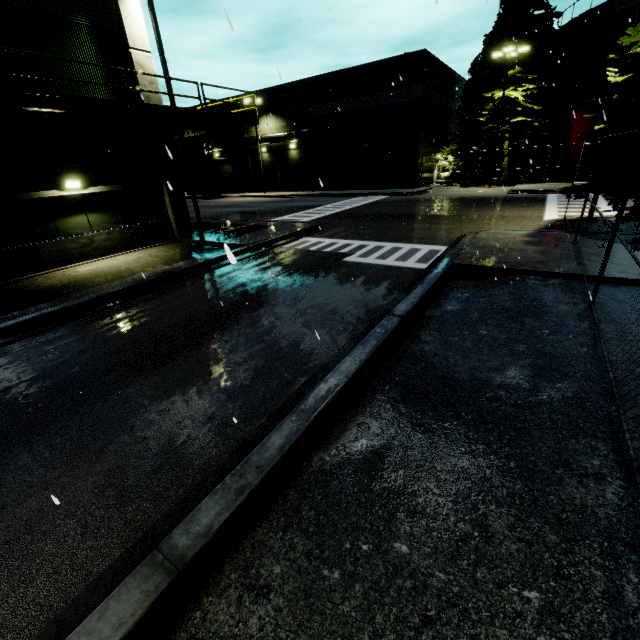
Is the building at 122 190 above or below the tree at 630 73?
below

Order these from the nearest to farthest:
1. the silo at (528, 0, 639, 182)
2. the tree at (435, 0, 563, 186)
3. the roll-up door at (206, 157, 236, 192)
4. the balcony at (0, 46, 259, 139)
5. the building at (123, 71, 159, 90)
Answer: the balcony at (0, 46, 259, 139), the building at (123, 71, 159, 90), the silo at (528, 0, 639, 182), the tree at (435, 0, 563, 186), the roll-up door at (206, 157, 236, 192)

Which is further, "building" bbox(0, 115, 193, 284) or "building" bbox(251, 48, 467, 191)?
"building" bbox(251, 48, 467, 191)

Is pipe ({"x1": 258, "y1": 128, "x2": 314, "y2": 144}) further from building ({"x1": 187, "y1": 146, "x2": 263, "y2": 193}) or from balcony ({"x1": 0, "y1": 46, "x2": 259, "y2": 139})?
balcony ({"x1": 0, "y1": 46, "x2": 259, "y2": 139})

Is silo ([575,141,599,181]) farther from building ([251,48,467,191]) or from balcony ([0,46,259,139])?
balcony ([0,46,259,139])

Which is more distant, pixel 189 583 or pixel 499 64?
pixel 499 64

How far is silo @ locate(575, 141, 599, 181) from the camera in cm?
2609

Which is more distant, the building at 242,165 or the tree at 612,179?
the building at 242,165
